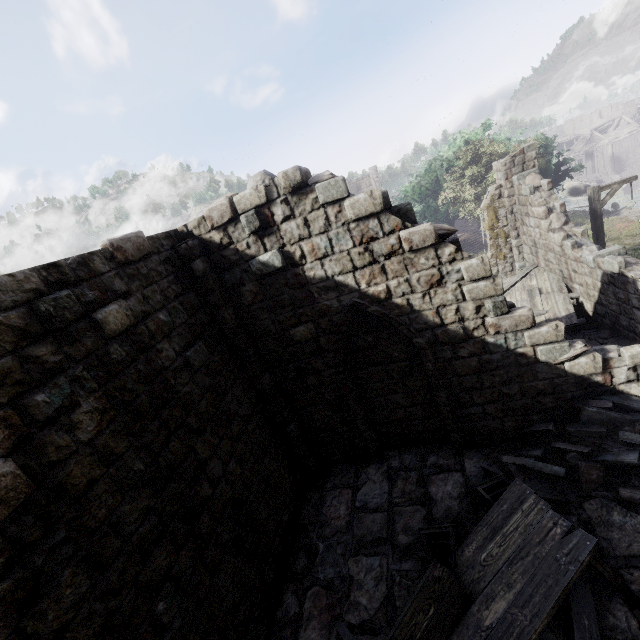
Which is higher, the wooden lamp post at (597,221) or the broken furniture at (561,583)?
the wooden lamp post at (597,221)

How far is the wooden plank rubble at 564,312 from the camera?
10.3 meters

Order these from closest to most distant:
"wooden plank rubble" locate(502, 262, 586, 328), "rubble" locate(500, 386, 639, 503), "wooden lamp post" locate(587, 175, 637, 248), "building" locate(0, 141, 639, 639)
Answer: "building" locate(0, 141, 639, 639), "rubble" locate(500, 386, 639, 503), "wooden plank rubble" locate(502, 262, 586, 328), "wooden lamp post" locate(587, 175, 637, 248)

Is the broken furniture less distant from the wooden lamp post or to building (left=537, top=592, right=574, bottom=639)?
building (left=537, top=592, right=574, bottom=639)

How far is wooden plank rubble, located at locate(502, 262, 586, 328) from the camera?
10.3 meters

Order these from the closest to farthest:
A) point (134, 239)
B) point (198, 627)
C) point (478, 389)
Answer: point (198, 627) → point (134, 239) → point (478, 389)

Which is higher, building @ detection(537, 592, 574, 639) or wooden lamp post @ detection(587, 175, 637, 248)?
wooden lamp post @ detection(587, 175, 637, 248)

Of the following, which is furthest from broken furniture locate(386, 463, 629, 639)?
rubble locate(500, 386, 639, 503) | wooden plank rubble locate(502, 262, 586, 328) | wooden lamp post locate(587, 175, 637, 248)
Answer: wooden lamp post locate(587, 175, 637, 248)
